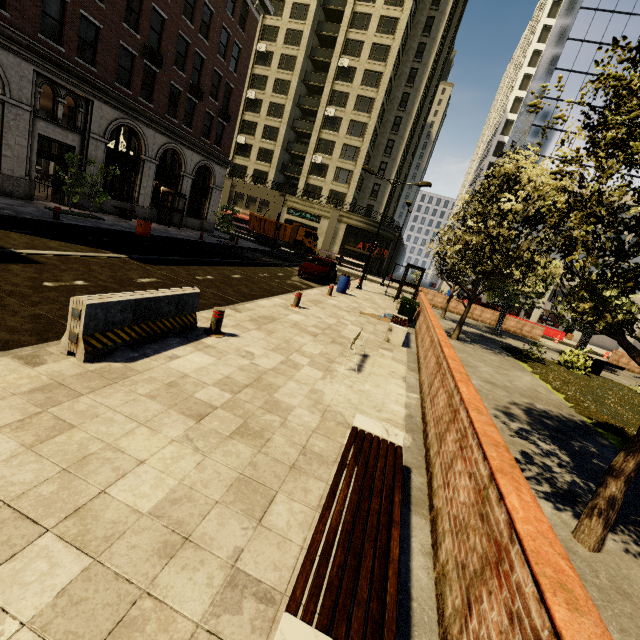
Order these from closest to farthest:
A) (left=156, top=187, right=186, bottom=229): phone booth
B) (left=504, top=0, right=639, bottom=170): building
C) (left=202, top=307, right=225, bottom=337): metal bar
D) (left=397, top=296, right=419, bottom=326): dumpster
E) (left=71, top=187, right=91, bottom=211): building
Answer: (left=202, top=307, right=225, bottom=337): metal bar → (left=397, top=296, right=419, bottom=326): dumpster → (left=71, top=187, right=91, bottom=211): building → (left=156, top=187, right=186, bottom=229): phone booth → (left=504, top=0, right=639, bottom=170): building

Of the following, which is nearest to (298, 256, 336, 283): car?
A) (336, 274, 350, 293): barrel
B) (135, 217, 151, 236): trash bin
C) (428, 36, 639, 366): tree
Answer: (336, 274, 350, 293): barrel

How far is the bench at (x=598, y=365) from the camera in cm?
1659

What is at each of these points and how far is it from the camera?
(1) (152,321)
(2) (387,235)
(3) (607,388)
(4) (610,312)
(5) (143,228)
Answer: (1) cement barricade, 5.4 meters
(2) building, 44.3 meters
(3) plant, 13.6 meters
(4) tree, 4.6 meters
(5) trash bin, 16.5 meters

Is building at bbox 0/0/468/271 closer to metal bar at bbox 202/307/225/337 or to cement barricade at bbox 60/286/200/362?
cement barricade at bbox 60/286/200/362

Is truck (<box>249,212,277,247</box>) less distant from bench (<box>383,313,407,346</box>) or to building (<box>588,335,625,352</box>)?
building (<box>588,335,625,352</box>)

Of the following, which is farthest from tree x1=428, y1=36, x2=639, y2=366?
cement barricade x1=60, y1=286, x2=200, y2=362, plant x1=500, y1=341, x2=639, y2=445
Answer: cement barricade x1=60, y1=286, x2=200, y2=362

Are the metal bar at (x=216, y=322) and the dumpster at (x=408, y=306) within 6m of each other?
no
